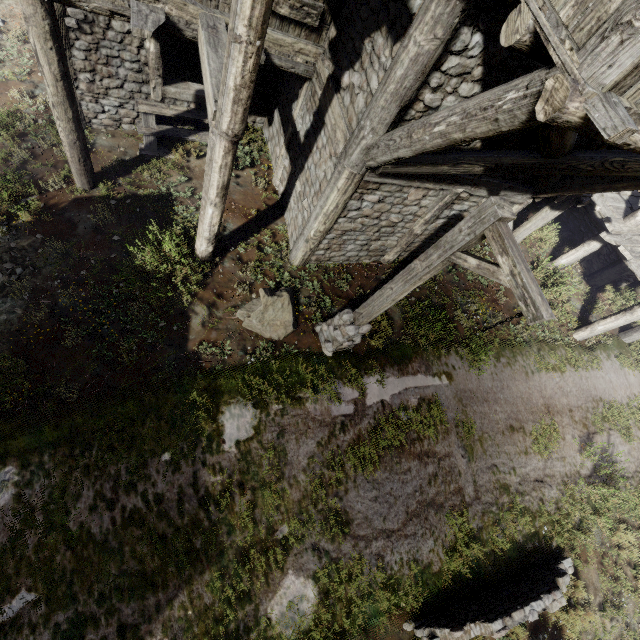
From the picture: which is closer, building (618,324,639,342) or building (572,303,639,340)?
building (572,303,639,340)

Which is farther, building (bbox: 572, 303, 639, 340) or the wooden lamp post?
→ building (bbox: 572, 303, 639, 340)

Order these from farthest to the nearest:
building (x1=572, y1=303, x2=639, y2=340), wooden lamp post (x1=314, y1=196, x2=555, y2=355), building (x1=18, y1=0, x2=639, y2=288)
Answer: building (x1=572, y1=303, x2=639, y2=340), wooden lamp post (x1=314, y1=196, x2=555, y2=355), building (x1=18, y1=0, x2=639, y2=288)

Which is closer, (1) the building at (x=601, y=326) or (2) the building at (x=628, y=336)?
(1) the building at (x=601, y=326)

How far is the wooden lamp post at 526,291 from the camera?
3.6 meters

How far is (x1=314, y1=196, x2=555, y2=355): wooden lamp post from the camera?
3.6 meters

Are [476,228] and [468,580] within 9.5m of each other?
yes
